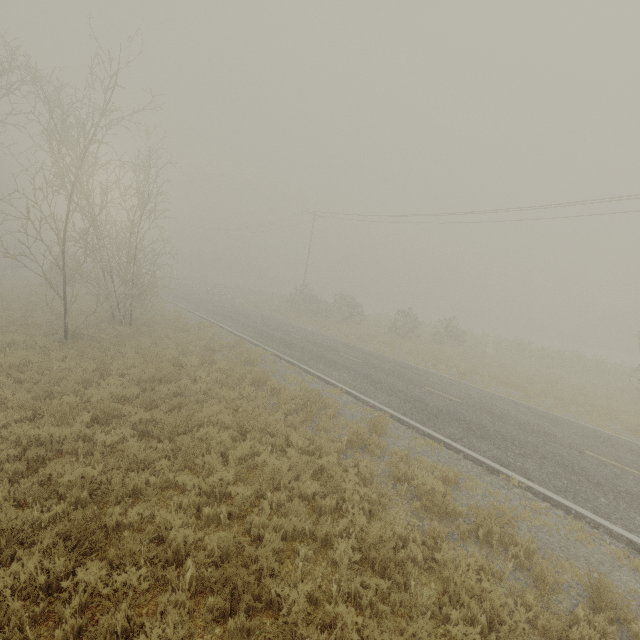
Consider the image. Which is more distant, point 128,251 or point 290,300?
point 290,300
